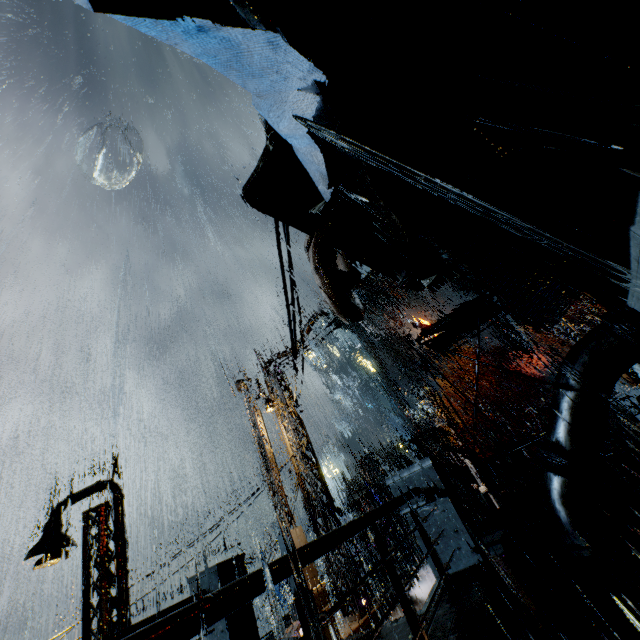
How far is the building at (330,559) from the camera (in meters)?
10.86

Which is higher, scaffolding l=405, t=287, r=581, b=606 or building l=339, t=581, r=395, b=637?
scaffolding l=405, t=287, r=581, b=606

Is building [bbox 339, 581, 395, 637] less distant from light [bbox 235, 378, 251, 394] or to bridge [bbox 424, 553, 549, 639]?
bridge [bbox 424, 553, 549, 639]

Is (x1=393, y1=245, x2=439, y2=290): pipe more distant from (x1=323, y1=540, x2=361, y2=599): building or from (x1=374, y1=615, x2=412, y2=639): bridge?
(x1=374, y1=615, x2=412, y2=639): bridge

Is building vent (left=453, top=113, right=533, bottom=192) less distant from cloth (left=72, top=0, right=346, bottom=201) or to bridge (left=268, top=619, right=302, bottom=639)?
cloth (left=72, top=0, right=346, bottom=201)

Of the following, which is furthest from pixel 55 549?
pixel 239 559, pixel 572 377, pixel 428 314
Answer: pixel 428 314

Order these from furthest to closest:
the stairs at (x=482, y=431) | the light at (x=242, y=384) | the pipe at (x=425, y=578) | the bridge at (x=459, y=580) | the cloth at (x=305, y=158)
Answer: the stairs at (x=482, y=431) < the light at (x=242, y=384) < the pipe at (x=425, y=578) < the bridge at (x=459, y=580) < the cloth at (x=305, y=158)

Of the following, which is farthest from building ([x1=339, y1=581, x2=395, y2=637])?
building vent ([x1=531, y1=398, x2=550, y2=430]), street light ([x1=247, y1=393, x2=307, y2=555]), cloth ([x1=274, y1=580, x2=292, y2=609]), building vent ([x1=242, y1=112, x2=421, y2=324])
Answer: cloth ([x1=274, y1=580, x2=292, y2=609])
